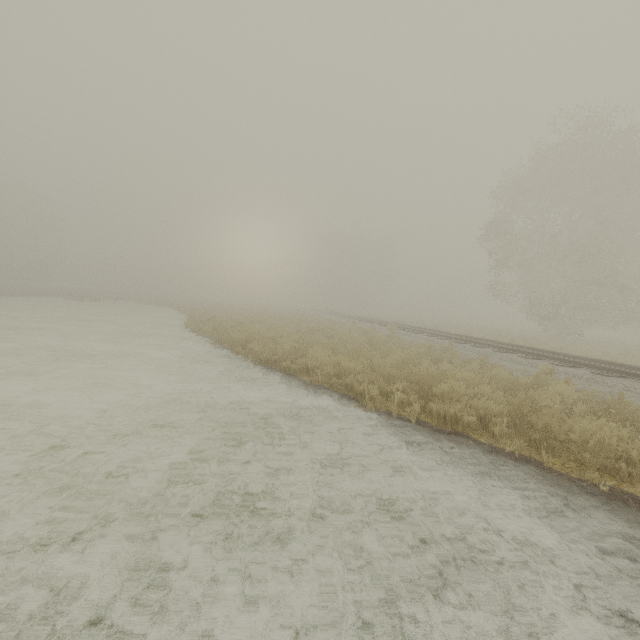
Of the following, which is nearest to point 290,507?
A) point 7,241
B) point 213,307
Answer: point 213,307
